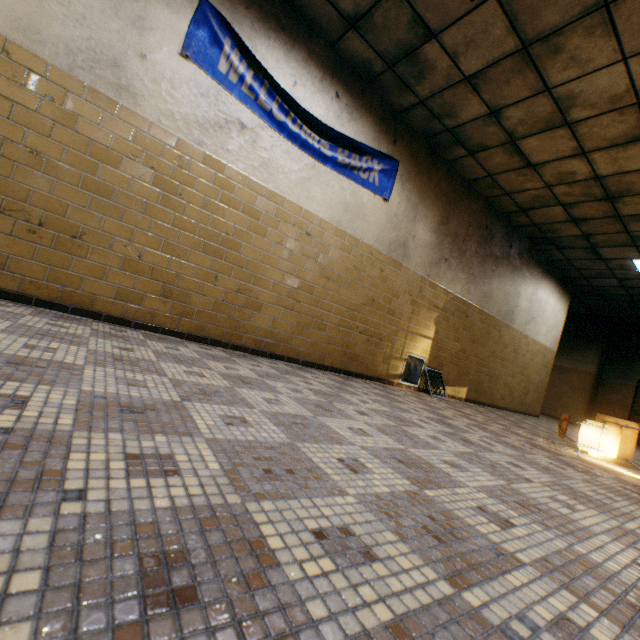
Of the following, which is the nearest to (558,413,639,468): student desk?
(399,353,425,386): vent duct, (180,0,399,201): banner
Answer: (399,353,425,386): vent duct

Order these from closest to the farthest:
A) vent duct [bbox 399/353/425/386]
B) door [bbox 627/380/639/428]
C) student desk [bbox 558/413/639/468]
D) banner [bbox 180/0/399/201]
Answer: banner [bbox 180/0/399/201] < student desk [bbox 558/413/639/468] < vent duct [bbox 399/353/425/386] < door [bbox 627/380/639/428]

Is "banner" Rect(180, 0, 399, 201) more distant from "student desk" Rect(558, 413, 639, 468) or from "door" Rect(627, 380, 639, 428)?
"door" Rect(627, 380, 639, 428)

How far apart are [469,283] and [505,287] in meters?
1.4

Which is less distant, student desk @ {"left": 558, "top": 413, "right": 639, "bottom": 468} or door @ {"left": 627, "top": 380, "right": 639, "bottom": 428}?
student desk @ {"left": 558, "top": 413, "right": 639, "bottom": 468}

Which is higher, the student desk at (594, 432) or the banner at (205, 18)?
the banner at (205, 18)

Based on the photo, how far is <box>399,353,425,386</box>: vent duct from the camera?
5.7 meters

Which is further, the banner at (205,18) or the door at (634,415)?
the door at (634,415)
